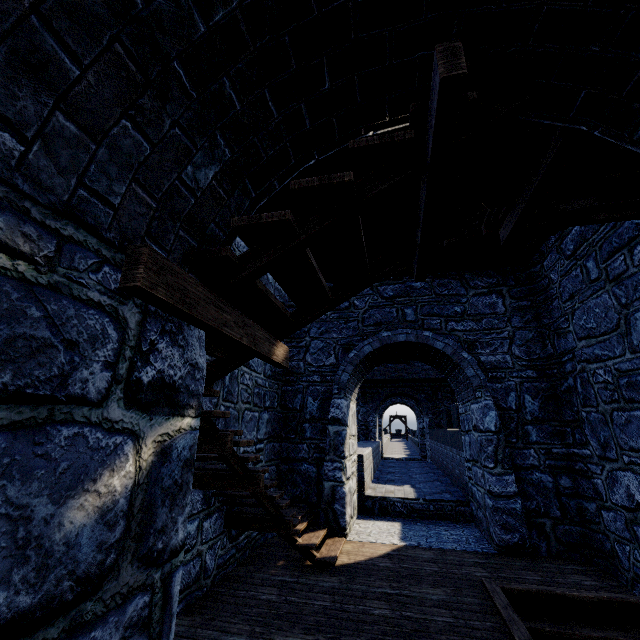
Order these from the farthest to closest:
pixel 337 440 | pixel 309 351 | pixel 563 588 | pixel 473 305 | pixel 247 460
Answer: pixel 309 351 < pixel 473 305 < pixel 337 440 < pixel 563 588 < pixel 247 460
